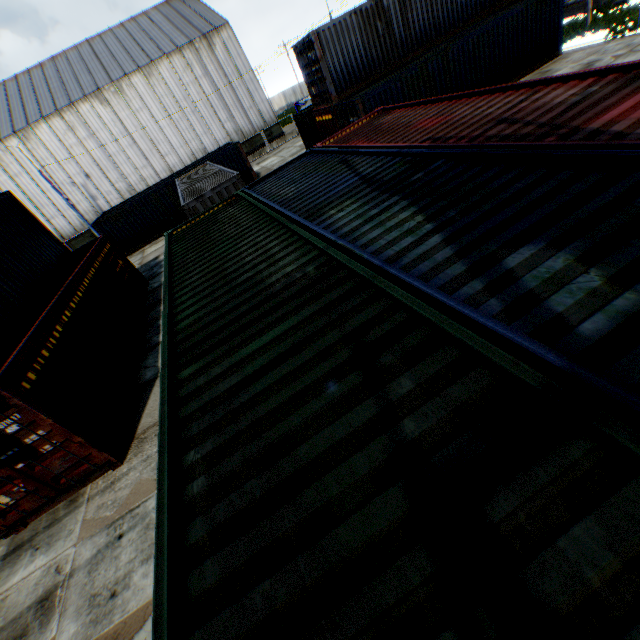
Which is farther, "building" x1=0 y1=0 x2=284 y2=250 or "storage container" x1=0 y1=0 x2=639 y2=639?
"building" x1=0 y1=0 x2=284 y2=250

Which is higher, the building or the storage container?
the building

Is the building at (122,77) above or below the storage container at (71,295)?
above

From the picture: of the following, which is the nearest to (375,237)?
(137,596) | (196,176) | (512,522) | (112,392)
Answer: (512,522)

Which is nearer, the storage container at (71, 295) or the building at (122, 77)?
the storage container at (71, 295)
